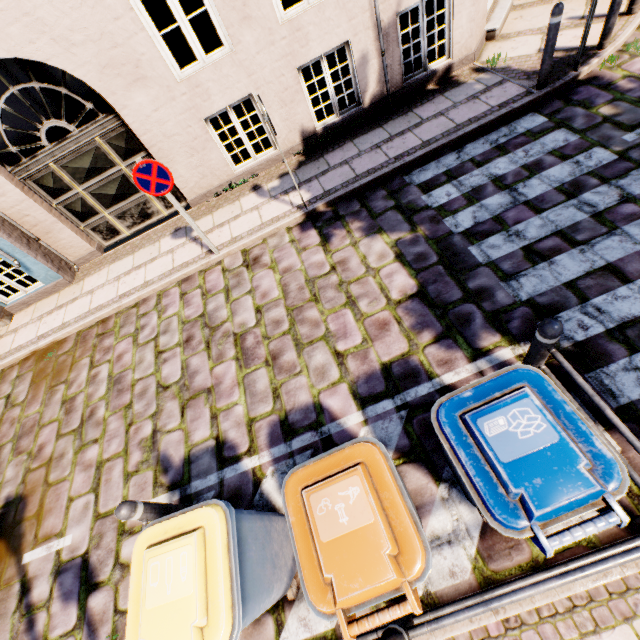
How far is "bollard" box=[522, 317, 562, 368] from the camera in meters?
2.5 m

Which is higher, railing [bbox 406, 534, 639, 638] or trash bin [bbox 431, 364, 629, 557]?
trash bin [bbox 431, 364, 629, 557]

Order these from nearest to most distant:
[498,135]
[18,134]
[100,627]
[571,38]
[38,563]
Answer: [100,627]
[38,563]
[498,135]
[571,38]
[18,134]

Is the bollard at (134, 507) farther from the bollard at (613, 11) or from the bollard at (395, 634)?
the bollard at (613, 11)

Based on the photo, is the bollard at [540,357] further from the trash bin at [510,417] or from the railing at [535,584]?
the railing at [535,584]

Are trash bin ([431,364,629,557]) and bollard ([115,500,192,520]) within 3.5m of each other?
yes

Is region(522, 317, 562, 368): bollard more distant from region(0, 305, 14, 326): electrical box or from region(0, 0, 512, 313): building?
region(0, 305, 14, 326): electrical box

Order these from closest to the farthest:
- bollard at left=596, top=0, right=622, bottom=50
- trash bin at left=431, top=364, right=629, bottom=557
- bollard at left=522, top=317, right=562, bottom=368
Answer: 1. trash bin at left=431, top=364, right=629, bottom=557
2. bollard at left=522, top=317, right=562, bottom=368
3. bollard at left=596, top=0, right=622, bottom=50
